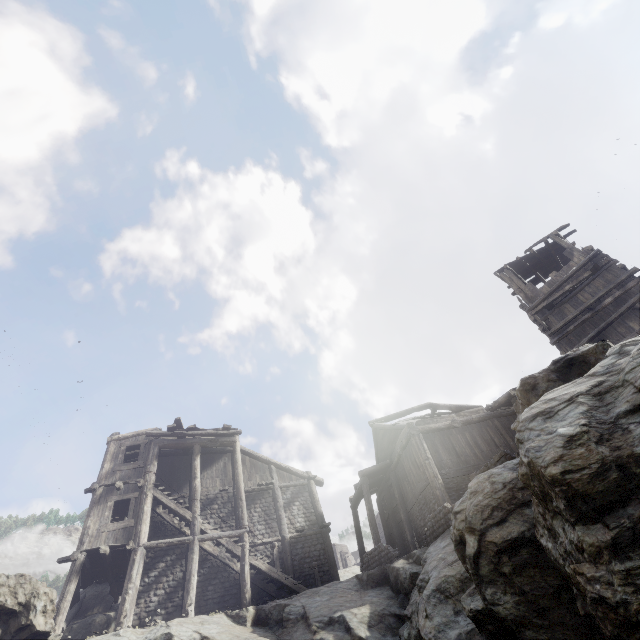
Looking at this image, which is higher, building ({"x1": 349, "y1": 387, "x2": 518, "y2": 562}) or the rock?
building ({"x1": 349, "y1": 387, "x2": 518, "y2": 562})

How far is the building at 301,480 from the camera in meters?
14.2

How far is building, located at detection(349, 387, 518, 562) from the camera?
15.9 meters

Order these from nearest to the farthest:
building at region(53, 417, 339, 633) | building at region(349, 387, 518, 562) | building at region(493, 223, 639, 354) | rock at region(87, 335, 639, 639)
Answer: rock at region(87, 335, 639, 639), building at region(493, 223, 639, 354), building at region(53, 417, 339, 633), building at region(349, 387, 518, 562)

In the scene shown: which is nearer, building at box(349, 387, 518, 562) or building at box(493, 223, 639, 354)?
building at box(493, 223, 639, 354)

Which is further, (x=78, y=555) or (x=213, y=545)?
(x=213, y=545)

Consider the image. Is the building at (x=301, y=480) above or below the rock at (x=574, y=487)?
above
